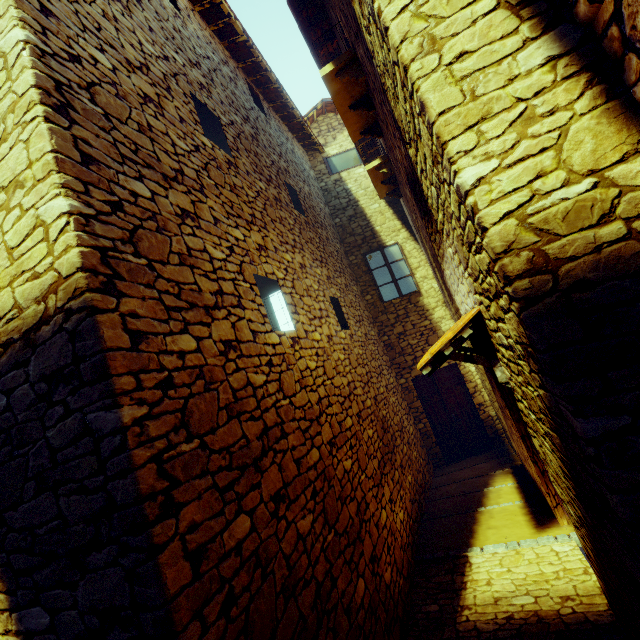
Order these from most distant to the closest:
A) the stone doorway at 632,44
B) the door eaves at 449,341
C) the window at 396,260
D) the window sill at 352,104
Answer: the window at 396,260, the window sill at 352,104, the door eaves at 449,341, the stone doorway at 632,44

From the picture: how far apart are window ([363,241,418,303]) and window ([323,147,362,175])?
2.7m

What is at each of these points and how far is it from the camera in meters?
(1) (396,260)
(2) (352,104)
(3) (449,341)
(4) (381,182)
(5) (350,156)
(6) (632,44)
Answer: (1) window, 9.1
(2) window sill, 4.6
(3) door eaves, 3.0
(4) window sill, 6.9
(5) window, 9.8
(6) stone doorway, 1.3

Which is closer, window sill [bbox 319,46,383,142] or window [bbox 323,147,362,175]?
window sill [bbox 319,46,383,142]

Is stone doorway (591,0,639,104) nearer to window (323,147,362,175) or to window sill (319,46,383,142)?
window sill (319,46,383,142)

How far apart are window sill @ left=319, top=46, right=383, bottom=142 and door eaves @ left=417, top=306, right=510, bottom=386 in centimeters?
308cm

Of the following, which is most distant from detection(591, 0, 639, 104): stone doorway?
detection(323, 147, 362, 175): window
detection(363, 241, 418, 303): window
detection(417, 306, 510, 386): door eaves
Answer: detection(323, 147, 362, 175): window

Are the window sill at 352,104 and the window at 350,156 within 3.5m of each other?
no
